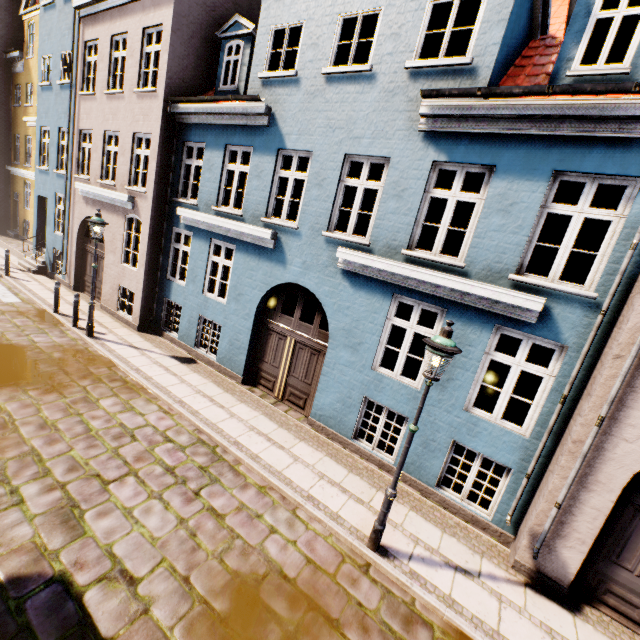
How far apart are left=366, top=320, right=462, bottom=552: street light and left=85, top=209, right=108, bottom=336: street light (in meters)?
9.52

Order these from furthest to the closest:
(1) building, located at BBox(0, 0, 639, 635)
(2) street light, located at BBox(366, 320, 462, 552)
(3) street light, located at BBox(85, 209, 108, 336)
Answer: (3) street light, located at BBox(85, 209, 108, 336) < (1) building, located at BBox(0, 0, 639, 635) < (2) street light, located at BBox(366, 320, 462, 552)

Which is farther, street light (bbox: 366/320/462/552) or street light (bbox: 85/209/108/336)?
street light (bbox: 85/209/108/336)

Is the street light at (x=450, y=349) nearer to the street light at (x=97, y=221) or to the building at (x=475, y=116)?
the building at (x=475, y=116)

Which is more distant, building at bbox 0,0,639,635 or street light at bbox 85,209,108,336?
street light at bbox 85,209,108,336

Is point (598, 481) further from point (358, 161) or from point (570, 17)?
point (570, 17)

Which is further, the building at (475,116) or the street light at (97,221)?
the street light at (97,221)

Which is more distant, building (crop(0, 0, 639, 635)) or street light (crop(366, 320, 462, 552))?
building (crop(0, 0, 639, 635))
